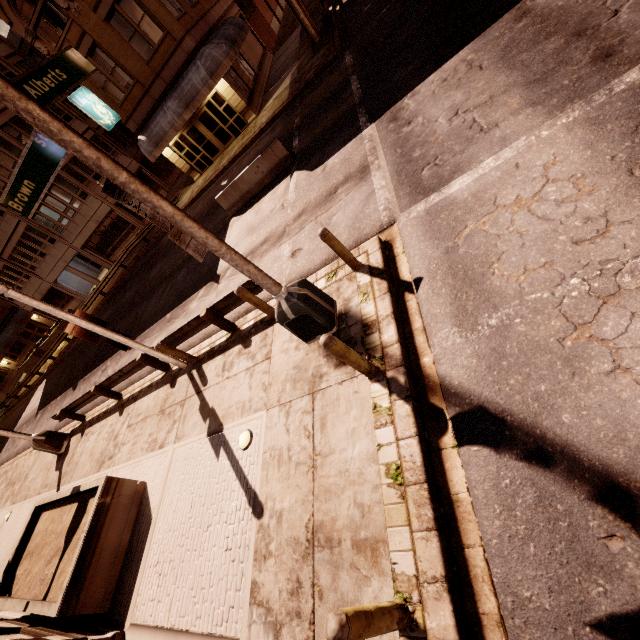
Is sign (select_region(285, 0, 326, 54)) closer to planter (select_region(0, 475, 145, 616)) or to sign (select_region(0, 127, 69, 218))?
sign (select_region(0, 127, 69, 218))

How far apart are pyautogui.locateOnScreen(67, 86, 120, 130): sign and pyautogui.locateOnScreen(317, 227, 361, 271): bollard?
21.3 meters

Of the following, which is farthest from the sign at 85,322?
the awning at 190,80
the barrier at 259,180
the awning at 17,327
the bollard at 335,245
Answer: the awning at 17,327

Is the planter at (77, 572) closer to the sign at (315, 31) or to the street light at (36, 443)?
the street light at (36, 443)

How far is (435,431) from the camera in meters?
4.4 m

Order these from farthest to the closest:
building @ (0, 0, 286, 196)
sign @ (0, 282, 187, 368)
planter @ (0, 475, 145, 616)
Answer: building @ (0, 0, 286, 196) < sign @ (0, 282, 187, 368) < planter @ (0, 475, 145, 616)

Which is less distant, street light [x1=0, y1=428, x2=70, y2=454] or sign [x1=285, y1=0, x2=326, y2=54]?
street light [x1=0, y1=428, x2=70, y2=454]

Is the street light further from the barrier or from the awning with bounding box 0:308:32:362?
the awning with bounding box 0:308:32:362
